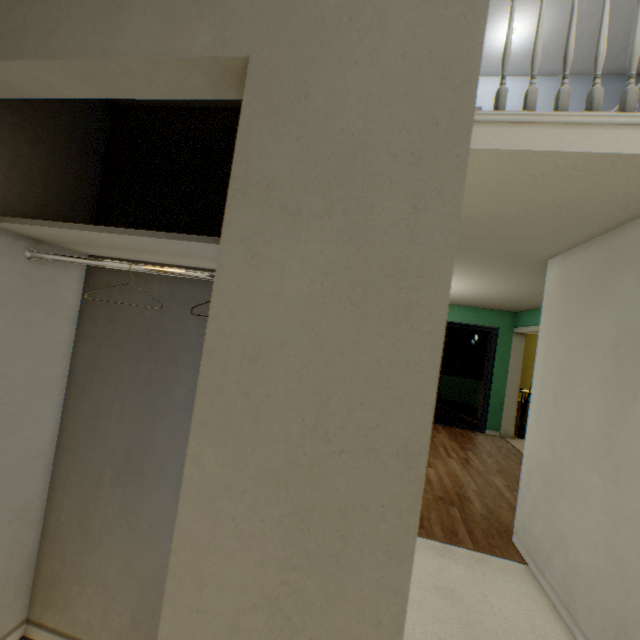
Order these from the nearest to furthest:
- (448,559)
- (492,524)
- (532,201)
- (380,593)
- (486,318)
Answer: (380,593)
(532,201)
(448,559)
(492,524)
(486,318)

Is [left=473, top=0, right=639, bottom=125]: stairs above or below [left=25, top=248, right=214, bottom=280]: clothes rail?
above

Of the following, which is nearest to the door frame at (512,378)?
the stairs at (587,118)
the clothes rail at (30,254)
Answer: the stairs at (587,118)

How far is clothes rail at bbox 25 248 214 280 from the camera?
1.1 meters

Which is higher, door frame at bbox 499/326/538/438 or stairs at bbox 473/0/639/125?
stairs at bbox 473/0/639/125

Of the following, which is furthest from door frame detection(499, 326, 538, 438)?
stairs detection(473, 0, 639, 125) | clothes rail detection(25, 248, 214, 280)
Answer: clothes rail detection(25, 248, 214, 280)

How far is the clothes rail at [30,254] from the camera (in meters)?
1.13

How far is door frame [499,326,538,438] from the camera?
6.33m
